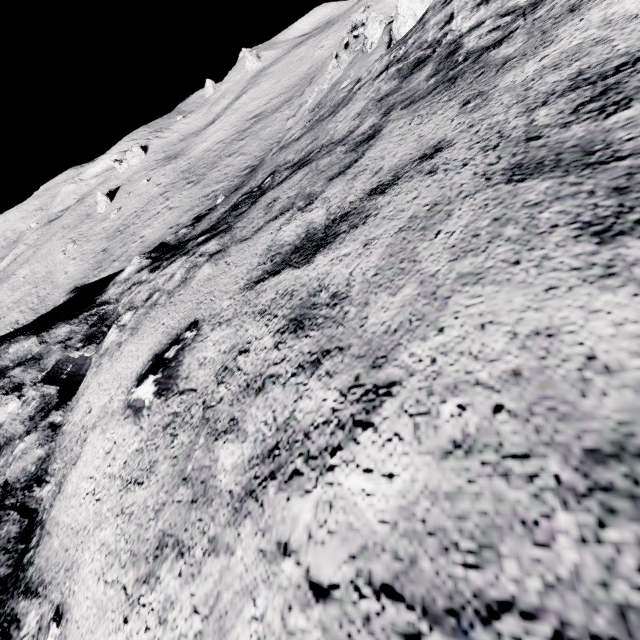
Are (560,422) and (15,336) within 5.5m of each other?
no

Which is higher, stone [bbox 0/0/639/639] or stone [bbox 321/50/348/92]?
stone [bbox 0/0/639/639]

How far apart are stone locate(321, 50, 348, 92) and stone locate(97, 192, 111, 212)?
43.4m

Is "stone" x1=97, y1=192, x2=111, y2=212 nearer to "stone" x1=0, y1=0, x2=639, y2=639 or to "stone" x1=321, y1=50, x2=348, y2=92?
"stone" x1=321, y1=50, x2=348, y2=92

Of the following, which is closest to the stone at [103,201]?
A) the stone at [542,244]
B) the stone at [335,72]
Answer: the stone at [335,72]

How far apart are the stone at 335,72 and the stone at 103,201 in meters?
43.4

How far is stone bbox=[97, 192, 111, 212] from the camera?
54.1m

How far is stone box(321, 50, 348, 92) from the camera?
29.1m
